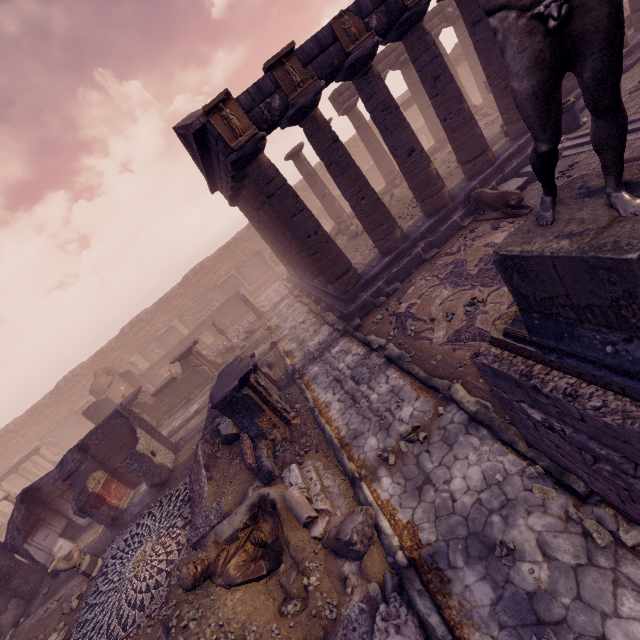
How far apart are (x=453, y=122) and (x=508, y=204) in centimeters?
376cm

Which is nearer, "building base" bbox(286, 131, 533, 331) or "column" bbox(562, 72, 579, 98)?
"building base" bbox(286, 131, 533, 331)

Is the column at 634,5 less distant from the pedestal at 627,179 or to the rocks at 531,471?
the pedestal at 627,179

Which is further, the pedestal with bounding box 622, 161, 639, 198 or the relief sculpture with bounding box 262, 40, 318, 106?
the relief sculpture with bounding box 262, 40, 318, 106

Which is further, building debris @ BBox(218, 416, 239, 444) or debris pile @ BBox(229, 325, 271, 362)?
debris pile @ BBox(229, 325, 271, 362)

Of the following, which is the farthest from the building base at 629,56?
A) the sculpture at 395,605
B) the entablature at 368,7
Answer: the sculpture at 395,605

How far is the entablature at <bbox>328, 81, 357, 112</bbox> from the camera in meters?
19.1 m

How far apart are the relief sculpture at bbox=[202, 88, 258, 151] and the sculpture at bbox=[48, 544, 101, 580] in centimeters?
1260cm
